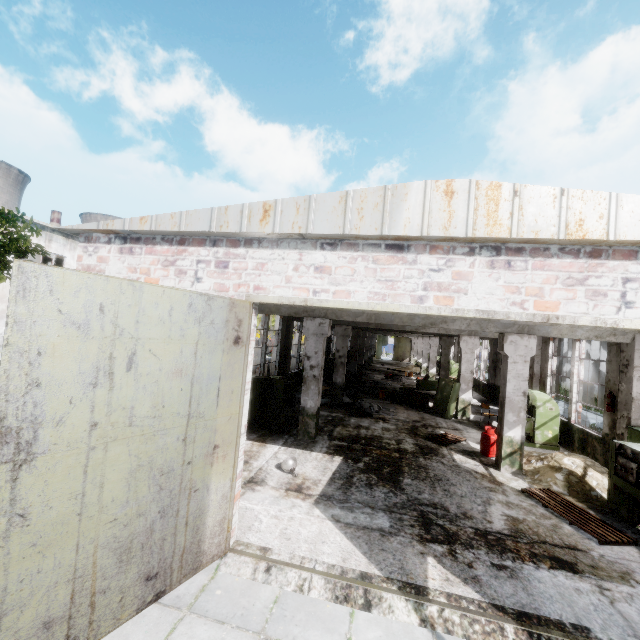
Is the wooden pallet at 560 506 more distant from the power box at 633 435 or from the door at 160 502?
the door at 160 502

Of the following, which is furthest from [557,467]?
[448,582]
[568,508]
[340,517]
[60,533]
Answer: [60,533]

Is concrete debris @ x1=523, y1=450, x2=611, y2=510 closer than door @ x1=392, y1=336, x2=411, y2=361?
Yes

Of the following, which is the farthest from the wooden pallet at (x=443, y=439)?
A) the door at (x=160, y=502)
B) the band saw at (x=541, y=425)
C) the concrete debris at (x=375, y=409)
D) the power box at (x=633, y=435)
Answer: the door at (x=160, y=502)

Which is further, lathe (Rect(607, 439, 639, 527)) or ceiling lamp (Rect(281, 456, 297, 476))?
ceiling lamp (Rect(281, 456, 297, 476))

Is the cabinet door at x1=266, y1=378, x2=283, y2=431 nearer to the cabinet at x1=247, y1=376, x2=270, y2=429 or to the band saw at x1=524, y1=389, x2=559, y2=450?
the cabinet at x1=247, y1=376, x2=270, y2=429

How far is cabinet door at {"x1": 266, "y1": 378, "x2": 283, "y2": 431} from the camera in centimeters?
1084cm

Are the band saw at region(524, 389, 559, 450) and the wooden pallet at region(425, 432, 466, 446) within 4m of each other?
yes
